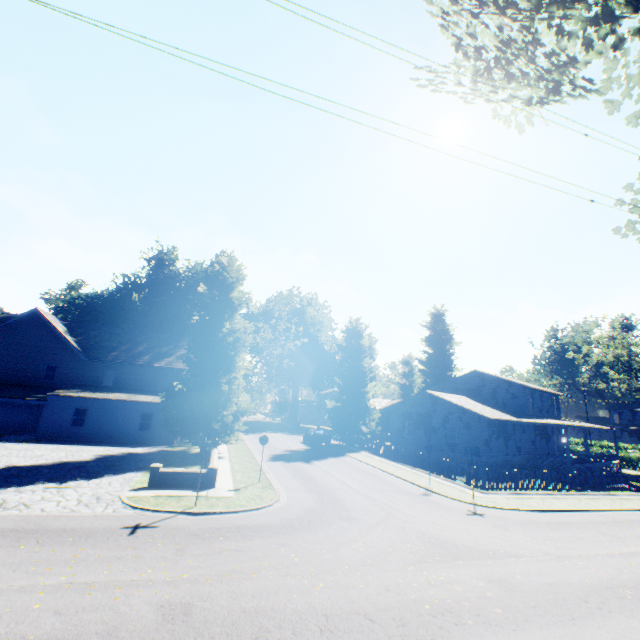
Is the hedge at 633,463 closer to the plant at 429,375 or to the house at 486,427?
the house at 486,427

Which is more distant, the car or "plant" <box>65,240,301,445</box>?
the car

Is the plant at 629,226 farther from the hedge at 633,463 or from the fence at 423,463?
the hedge at 633,463

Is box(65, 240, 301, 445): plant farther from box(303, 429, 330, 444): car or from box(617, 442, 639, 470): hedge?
box(617, 442, 639, 470): hedge

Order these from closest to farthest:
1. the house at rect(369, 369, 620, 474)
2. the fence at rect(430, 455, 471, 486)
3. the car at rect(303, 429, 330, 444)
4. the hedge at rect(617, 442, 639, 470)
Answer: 1. the fence at rect(430, 455, 471, 486)
2. the house at rect(369, 369, 620, 474)
3. the car at rect(303, 429, 330, 444)
4. the hedge at rect(617, 442, 639, 470)

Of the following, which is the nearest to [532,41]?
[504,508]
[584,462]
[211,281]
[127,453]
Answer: [504,508]

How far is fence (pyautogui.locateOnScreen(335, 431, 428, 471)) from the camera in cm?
2495
